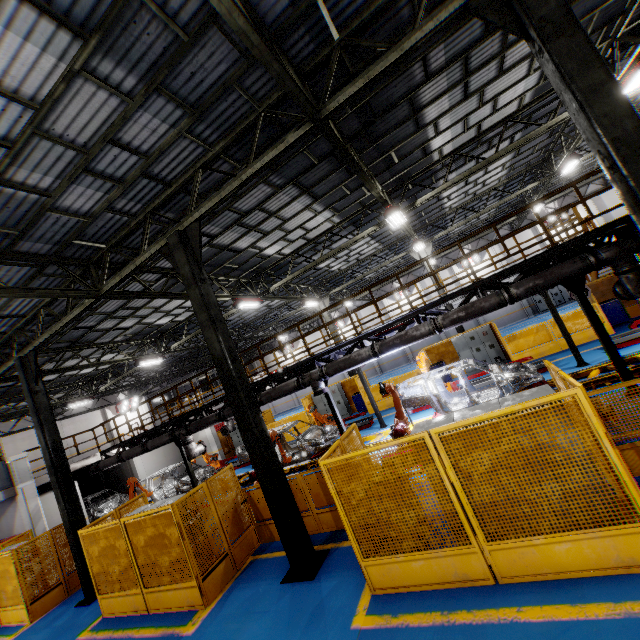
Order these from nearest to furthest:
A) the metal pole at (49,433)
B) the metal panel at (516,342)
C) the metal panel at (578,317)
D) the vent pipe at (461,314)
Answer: the vent pipe at (461,314) → the metal pole at (49,433) → the metal panel at (578,317) → the metal panel at (516,342)

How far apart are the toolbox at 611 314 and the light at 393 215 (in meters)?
10.13

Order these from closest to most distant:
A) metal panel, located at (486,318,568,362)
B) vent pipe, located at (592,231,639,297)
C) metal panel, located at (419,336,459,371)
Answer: vent pipe, located at (592,231,639,297)
metal panel, located at (486,318,568,362)
metal panel, located at (419,336,459,371)

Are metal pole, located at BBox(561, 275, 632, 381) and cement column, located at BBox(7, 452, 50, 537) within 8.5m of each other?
no

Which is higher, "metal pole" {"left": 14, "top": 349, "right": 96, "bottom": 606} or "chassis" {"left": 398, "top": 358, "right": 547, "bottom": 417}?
"metal pole" {"left": 14, "top": 349, "right": 96, "bottom": 606}

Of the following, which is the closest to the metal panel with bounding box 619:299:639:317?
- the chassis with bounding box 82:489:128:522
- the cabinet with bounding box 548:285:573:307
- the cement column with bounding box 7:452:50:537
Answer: the cement column with bounding box 7:452:50:537

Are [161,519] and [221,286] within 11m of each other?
yes

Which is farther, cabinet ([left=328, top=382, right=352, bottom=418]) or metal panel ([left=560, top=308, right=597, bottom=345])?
cabinet ([left=328, top=382, right=352, bottom=418])
